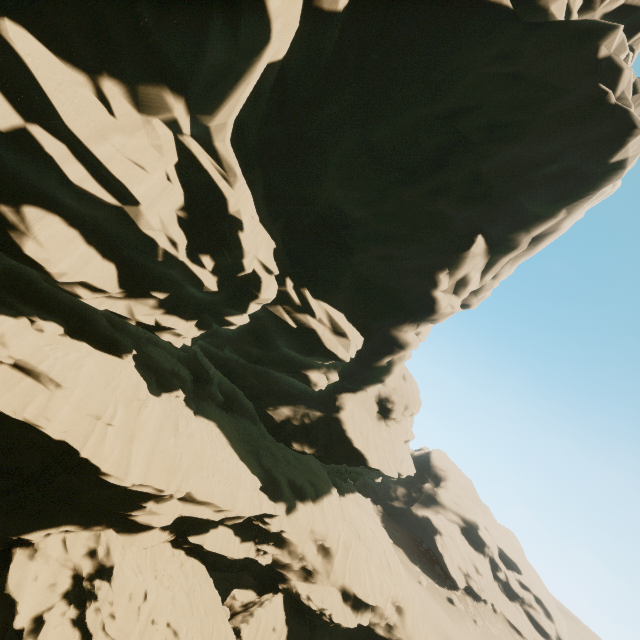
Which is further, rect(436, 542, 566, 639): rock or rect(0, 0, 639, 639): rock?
rect(436, 542, 566, 639): rock

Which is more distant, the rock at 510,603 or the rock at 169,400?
the rock at 510,603

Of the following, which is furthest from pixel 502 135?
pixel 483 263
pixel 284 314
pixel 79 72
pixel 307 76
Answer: pixel 79 72
